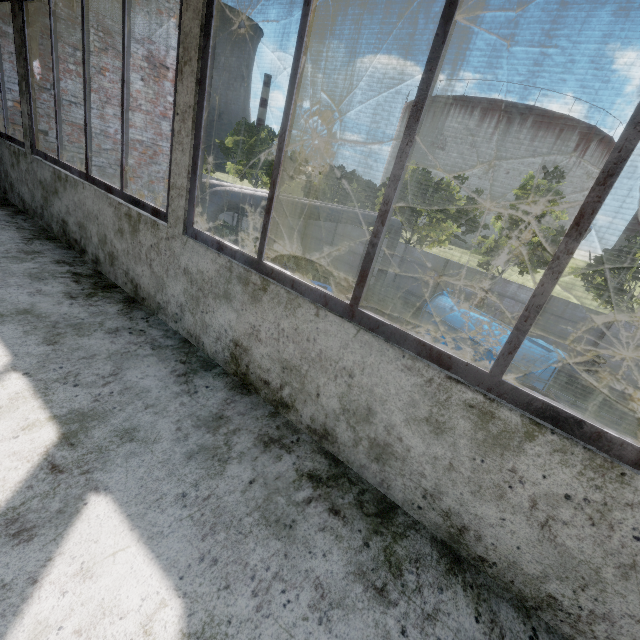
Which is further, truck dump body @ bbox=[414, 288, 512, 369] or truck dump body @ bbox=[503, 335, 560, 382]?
truck dump body @ bbox=[414, 288, 512, 369]

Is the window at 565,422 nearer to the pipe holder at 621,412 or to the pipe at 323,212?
the pipe at 323,212

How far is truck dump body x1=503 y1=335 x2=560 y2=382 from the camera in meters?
11.0 m

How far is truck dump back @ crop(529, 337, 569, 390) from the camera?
10.8m

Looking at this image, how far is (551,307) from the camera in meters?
17.6

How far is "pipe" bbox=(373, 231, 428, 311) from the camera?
17.14m

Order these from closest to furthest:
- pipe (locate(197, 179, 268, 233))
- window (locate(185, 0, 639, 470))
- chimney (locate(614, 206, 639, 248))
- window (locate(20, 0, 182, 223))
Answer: window (locate(185, 0, 639, 470)) → window (locate(20, 0, 182, 223)) → pipe (locate(197, 179, 268, 233)) → chimney (locate(614, 206, 639, 248))

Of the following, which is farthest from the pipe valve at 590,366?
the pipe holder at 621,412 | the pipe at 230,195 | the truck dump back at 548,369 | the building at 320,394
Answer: the building at 320,394
